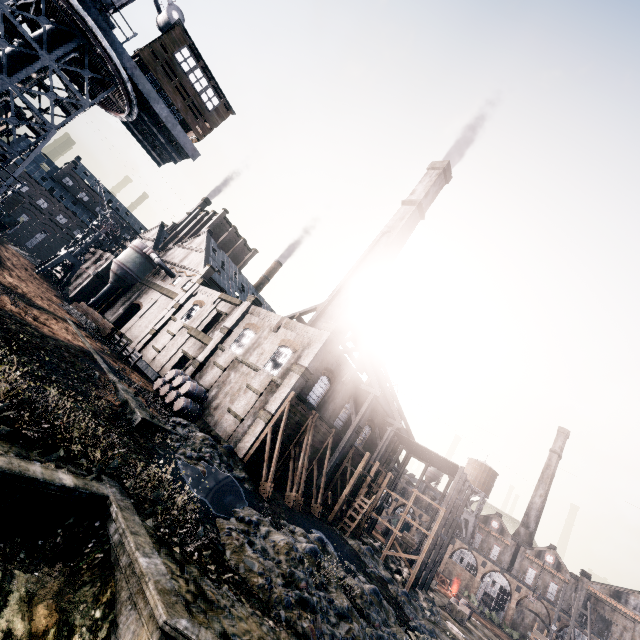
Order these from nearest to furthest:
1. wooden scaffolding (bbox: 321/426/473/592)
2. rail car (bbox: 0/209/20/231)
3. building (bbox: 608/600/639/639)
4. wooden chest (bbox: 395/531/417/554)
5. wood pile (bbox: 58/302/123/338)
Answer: wooden scaffolding (bbox: 321/426/473/592) < rail car (bbox: 0/209/20/231) < wood pile (bbox: 58/302/123/338) < wooden chest (bbox: 395/531/417/554) < building (bbox: 608/600/639/639)

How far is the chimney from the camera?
35.4m

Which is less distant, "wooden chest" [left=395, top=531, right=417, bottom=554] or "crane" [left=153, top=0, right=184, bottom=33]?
"crane" [left=153, top=0, right=184, bottom=33]

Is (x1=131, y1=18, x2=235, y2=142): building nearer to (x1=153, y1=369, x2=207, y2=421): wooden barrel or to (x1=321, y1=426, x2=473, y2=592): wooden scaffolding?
(x1=153, y1=369, x2=207, y2=421): wooden barrel

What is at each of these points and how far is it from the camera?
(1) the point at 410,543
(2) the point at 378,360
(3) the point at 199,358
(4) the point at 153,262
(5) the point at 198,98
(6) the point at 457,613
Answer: (1) wooden chest, 43.1 meters
(2) wood roof frame, 53.3 meters
(3) building, 33.3 meters
(4) silo, 53.1 meters
(5) building, 18.3 meters
(6) wooden chest, 34.8 meters

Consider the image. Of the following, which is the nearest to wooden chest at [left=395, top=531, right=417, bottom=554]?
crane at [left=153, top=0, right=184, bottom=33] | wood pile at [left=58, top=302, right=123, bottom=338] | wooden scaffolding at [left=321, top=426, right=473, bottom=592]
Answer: wooden scaffolding at [left=321, top=426, right=473, bottom=592]

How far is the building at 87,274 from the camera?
51.31m
